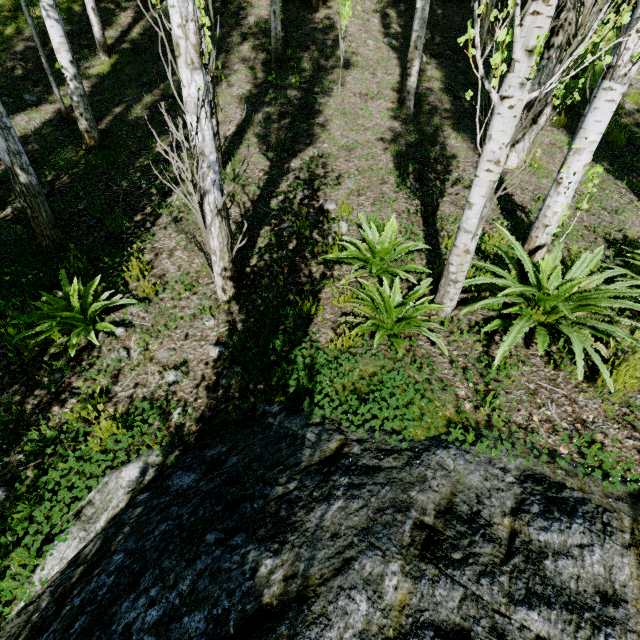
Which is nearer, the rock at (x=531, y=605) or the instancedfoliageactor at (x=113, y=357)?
the rock at (x=531, y=605)

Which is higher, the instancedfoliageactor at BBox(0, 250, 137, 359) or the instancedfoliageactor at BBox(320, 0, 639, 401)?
the instancedfoliageactor at BBox(320, 0, 639, 401)

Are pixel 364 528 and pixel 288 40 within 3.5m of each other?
no

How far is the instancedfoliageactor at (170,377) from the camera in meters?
3.2 m

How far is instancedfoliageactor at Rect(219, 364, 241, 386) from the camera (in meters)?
3.15

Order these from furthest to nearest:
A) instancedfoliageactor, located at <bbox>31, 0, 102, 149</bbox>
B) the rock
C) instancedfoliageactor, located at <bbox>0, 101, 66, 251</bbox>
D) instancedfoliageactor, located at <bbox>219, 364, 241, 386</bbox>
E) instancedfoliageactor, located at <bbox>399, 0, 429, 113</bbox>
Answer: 1. instancedfoliageactor, located at <bbox>399, 0, 429, 113</bbox>
2. instancedfoliageactor, located at <bbox>31, 0, 102, 149</bbox>
3. instancedfoliageactor, located at <bbox>0, 101, 66, 251</bbox>
4. instancedfoliageactor, located at <bbox>219, 364, 241, 386</bbox>
5. the rock
